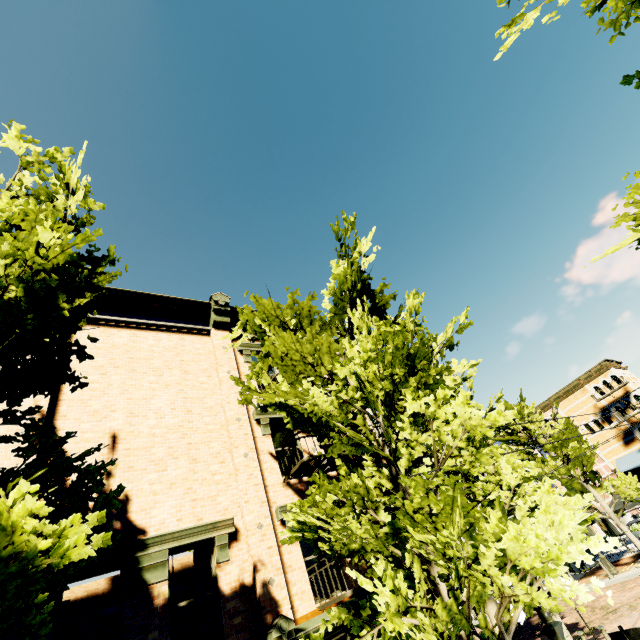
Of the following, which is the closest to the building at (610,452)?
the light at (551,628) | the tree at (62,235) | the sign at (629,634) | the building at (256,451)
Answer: the tree at (62,235)

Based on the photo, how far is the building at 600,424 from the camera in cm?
3391

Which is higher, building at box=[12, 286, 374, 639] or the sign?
building at box=[12, 286, 374, 639]

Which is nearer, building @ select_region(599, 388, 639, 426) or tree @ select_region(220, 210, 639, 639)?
tree @ select_region(220, 210, 639, 639)

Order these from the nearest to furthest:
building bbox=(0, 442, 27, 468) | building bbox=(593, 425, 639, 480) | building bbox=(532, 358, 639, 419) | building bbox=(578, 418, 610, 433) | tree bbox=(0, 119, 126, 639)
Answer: tree bbox=(0, 119, 126, 639) < building bbox=(0, 442, 27, 468) < building bbox=(593, 425, 639, 480) < building bbox=(532, 358, 639, 419) < building bbox=(578, 418, 610, 433)

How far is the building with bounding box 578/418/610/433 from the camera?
33.9m

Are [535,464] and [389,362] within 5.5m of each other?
no

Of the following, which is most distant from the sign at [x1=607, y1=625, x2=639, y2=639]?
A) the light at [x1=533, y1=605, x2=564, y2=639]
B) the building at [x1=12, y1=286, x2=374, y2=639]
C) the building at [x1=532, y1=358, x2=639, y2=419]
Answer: the building at [x1=532, y1=358, x2=639, y2=419]
